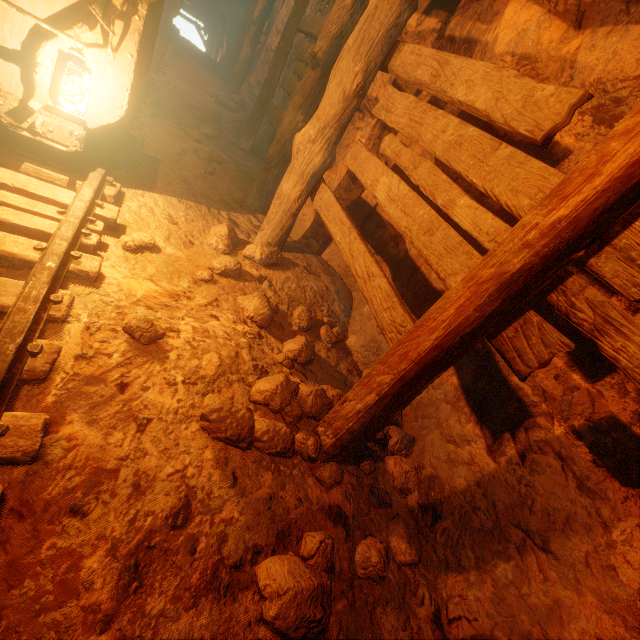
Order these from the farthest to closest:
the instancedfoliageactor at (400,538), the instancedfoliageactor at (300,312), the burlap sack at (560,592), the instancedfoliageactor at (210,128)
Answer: the instancedfoliageactor at (210,128) < the instancedfoliageactor at (300,312) < the instancedfoliageactor at (400,538) < the burlap sack at (560,592)

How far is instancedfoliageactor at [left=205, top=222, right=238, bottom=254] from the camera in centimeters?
333cm

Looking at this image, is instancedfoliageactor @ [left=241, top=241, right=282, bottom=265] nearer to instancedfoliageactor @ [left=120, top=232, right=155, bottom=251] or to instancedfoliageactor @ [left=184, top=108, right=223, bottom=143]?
instancedfoliageactor @ [left=120, top=232, right=155, bottom=251]

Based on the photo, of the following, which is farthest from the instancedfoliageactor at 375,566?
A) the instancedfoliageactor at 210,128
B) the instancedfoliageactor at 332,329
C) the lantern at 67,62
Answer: the instancedfoliageactor at 210,128

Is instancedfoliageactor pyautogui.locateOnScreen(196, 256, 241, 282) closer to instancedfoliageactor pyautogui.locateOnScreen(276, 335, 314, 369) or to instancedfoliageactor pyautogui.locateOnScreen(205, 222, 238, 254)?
instancedfoliageactor pyautogui.locateOnScreen(205, 222, 238, 254)

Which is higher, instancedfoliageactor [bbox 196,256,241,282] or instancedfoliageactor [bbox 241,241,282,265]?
instancedfoliageactor [bbox 241,241,282,265]

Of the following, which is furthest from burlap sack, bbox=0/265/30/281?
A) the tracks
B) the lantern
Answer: the lantern

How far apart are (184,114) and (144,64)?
3.6m
